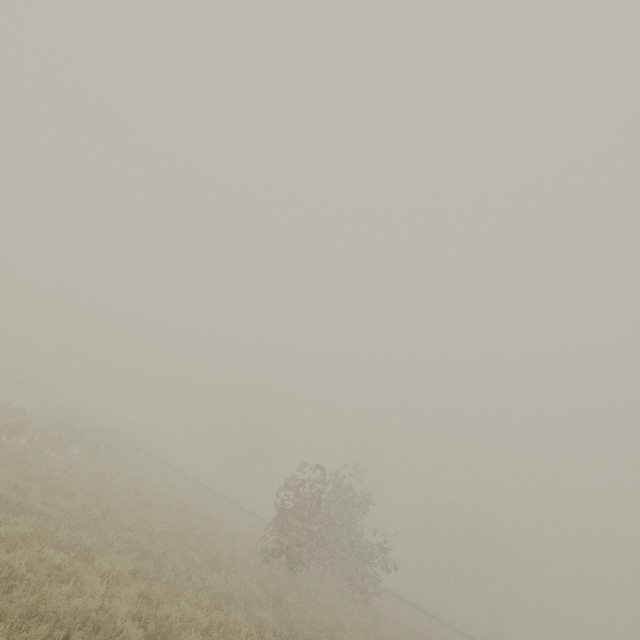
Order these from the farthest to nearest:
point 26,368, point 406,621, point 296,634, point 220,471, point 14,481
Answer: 1. point 26,368
2. point 220,471
3. point 406,621
4. point 296,634
5. point 14,481
